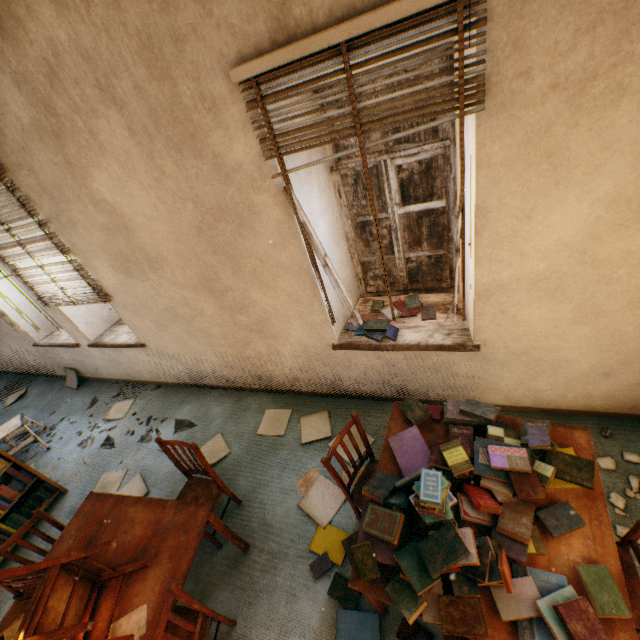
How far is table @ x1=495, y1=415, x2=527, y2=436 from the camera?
2.1 meters

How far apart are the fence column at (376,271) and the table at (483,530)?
10.98m

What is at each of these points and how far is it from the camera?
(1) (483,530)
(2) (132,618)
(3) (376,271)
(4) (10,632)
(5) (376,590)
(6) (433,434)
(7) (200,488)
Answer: (1) table, 1.7 meters
(2) paper, 1.9 meters
(3) fence column, 13.1 meters
(4) cardboard box, 1.8 meters
(5) table, 1.7 meters
(6) table, 2.2 meters
(7) chair, 2.8 meters

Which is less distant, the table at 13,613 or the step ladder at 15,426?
the table at 13,613

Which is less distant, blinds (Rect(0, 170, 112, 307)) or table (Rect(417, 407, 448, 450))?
table (Rect(417, 407, 448, 450))

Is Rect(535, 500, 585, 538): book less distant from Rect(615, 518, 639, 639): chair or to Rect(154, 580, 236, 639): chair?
Rect(615, 518, 639, 639): chair

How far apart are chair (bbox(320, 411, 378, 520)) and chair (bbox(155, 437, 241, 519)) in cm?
106

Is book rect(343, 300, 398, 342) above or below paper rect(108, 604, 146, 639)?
above
